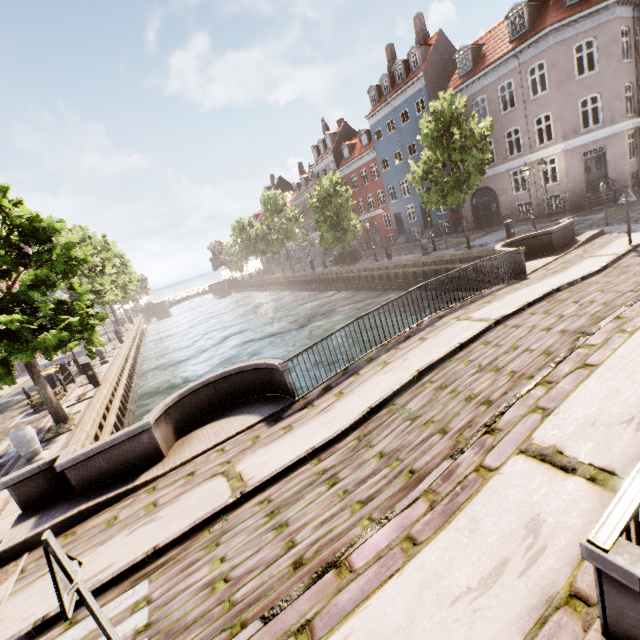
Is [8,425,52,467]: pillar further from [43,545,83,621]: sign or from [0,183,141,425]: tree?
[43,545,83,621]: sign

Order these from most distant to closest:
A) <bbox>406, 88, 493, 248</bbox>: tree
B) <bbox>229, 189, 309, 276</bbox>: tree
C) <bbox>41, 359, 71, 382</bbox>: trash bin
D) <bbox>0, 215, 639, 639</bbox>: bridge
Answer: <bbox>229, 189, 309, 276</bbox>: tree → <bbox>406, 88, 493, 248</bbox>: tree → <bbox>41, 359, 71, 382</bbox>: trash bin → <bbox>0, 215, 639, 639</bbox>: bridge

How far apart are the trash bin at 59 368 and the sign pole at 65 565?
19.2 meters

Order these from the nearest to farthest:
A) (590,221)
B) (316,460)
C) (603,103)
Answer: (316,460) < (590,221) < (603,103)

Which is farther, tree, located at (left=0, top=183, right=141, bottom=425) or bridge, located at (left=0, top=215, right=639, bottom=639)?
tree, located at (left=0, top=183, right=141, bottom=425)

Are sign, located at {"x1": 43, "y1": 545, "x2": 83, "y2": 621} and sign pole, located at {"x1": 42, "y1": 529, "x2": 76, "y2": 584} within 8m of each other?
yes

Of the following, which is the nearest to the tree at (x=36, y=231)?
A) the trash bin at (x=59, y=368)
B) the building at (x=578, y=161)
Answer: the building at (x=578, y=161)

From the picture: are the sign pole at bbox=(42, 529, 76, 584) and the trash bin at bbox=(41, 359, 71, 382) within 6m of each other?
no
